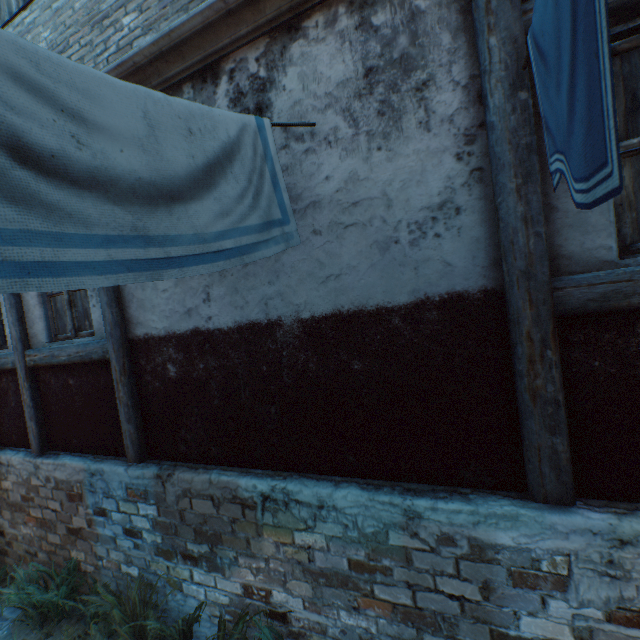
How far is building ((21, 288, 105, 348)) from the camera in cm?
384

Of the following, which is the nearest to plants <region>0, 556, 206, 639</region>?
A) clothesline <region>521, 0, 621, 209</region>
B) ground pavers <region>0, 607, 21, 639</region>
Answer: ground pavers <region>0, 607, 21, 639</region>

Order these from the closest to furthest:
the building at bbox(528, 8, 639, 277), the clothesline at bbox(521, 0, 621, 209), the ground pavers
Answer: the clothesline at bbox(521, 0, 621, 209) → the building at bbox(528, 8, 639, 277) → the ground pavers

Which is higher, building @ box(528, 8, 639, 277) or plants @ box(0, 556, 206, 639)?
building @ box(528, 8, 639, 277)

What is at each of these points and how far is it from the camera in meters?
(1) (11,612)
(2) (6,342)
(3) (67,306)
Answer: (1) ground pavers, 4.2 m
(2) building, 5.0 m
(3) building, 4.1 m

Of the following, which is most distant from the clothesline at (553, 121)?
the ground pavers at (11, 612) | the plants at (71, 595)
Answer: the ground pavers at (11, 612)

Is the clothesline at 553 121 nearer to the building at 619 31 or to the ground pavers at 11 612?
the building at 619 31

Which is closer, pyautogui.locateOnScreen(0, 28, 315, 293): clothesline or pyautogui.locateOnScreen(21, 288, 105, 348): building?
pyautogui.locateOnScreen(0, 28, 315, 293): clothesline
